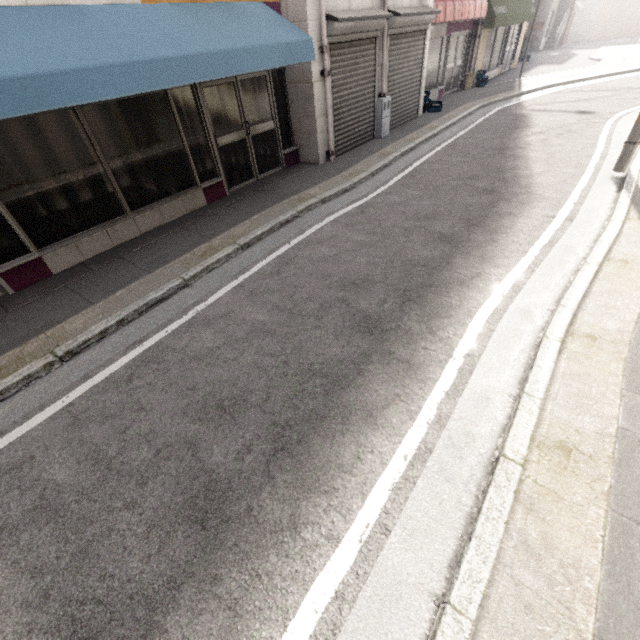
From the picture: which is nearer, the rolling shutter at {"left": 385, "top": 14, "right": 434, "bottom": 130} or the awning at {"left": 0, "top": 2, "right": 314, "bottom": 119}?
the awning at {"left": 0, "top": 2, "right": 314, "bottom": 119}

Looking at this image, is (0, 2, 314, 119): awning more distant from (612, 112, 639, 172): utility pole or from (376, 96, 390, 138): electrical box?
(612, 112, 639, 172): utility pole

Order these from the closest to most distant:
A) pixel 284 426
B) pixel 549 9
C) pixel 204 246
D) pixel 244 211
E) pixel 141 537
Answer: pixel 141 537 < pixel 284 426 < pixel 204 246 < pixel 244 211 < pixel 549 9

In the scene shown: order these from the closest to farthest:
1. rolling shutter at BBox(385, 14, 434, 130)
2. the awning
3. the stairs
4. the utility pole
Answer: the awning, the utility pole, rolling shutter at BBox(385, 14, 434, 130), the stairs

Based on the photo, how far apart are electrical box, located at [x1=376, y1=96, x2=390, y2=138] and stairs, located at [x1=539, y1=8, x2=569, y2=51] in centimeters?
2730cm

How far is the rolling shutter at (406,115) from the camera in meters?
8.5

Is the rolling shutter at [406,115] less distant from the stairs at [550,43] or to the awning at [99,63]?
the awning at [99,63]

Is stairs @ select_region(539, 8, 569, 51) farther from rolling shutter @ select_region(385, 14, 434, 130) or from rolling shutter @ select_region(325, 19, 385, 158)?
rolling shutter @ select_region(325, 19, 385, 158)
